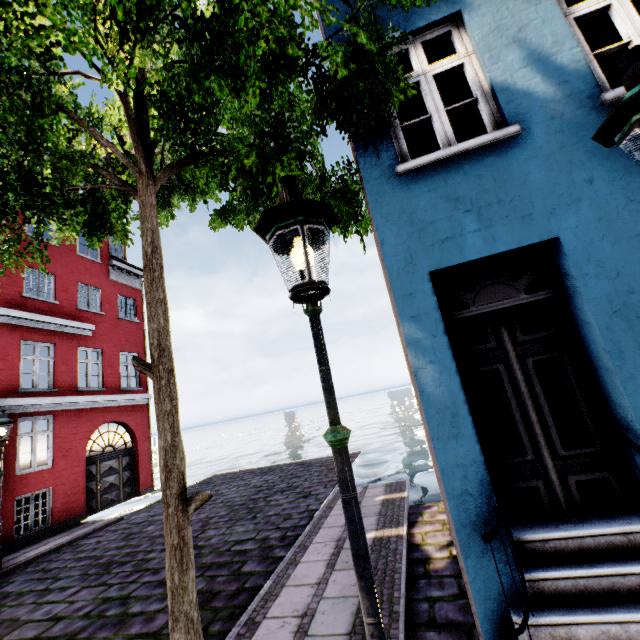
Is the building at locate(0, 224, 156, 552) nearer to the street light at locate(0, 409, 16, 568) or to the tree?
the tree

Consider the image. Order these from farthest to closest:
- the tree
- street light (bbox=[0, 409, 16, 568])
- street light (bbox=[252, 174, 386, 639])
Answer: street light (bbox=[0, 409, 16, 568])
the tree
street light (bbox=[252, 174, 386, 639])

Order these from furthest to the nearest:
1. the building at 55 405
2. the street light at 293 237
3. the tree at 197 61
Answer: the building at 55 405, the tree at 197 61, the street light at 293 237

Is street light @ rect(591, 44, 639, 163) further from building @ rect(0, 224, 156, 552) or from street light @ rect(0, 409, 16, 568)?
street light @ rect(0, 409, 16, 568)

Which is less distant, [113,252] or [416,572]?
[416,572]

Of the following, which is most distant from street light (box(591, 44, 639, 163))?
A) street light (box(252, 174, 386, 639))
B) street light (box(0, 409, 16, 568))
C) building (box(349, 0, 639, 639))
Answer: street light (box(0, 409, 16, 568))

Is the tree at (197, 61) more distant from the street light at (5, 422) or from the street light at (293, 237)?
the street light at (5, 422)
